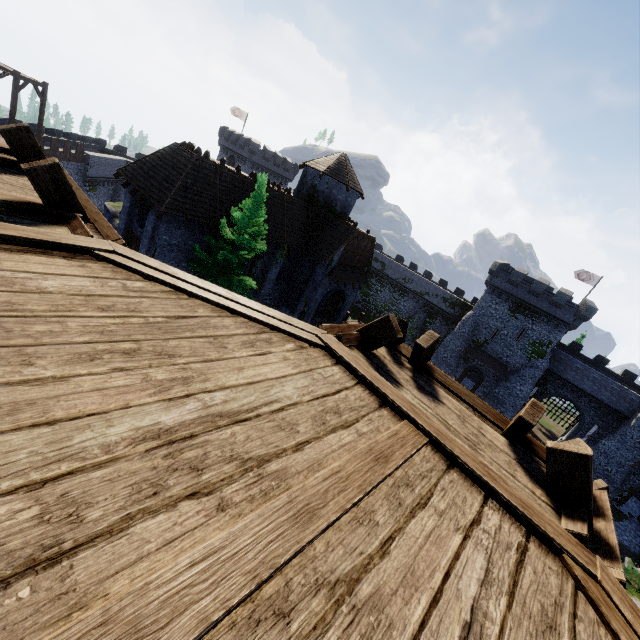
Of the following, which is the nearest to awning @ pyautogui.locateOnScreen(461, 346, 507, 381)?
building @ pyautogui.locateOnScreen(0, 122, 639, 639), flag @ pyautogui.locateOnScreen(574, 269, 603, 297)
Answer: flag @ pyautogui.locateOnScreen(574, 269, 603, 297)

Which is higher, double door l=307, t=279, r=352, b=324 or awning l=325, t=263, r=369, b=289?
awning l=325, t=263, r=369, b=289

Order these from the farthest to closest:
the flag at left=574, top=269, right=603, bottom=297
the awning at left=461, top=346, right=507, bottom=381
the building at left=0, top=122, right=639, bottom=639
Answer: the flag at left=574, top=269, right=603, bottom=297 → the awning at left=461, top=346, right=507, bottom=381 → the building at left=0, top=122, right=639, bottom=639

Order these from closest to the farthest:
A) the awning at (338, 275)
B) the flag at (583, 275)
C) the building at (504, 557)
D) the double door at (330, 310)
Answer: the building at (504, 557), the awning at (338, 275), the double door at (330, 310), the flag at (583, 275)

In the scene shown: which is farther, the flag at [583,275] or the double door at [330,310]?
the flag at [583,275]

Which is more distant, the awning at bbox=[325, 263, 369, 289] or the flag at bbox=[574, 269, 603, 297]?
the flag at bbox=[574, 269, 603, 297]

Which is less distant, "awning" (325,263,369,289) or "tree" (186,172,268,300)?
"tree" (186,172,268,300)

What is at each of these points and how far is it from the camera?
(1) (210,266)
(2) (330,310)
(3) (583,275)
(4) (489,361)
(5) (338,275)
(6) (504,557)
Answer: (1) tree, 18.52m
(2) double door, 31.09m
(3) flag, 42.75m
(4) awning, 41.16m
(5) awning, 26.64m
(6) building, 1.90m
